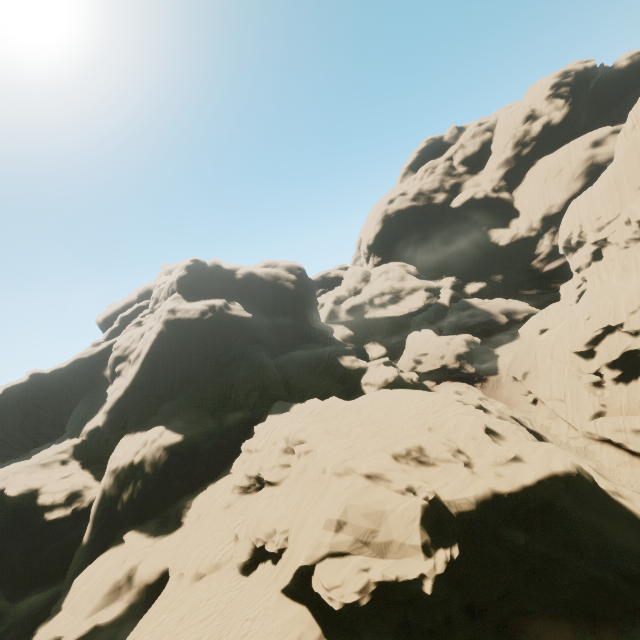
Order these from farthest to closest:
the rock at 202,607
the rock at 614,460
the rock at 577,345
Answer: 1. the rock at 577,345
2. the rock at 614,460
3. the rock at 202,607

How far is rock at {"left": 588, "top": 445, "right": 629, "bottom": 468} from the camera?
34.09m

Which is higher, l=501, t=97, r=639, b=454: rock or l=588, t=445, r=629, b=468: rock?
l=501, t=97, r=639, b=454: rock

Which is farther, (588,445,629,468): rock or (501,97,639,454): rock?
(501,97,639,454): rock

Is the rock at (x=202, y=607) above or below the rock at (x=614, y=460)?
above

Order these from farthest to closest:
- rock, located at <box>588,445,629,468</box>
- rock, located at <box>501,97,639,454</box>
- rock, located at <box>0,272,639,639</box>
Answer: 1. rock, located at <box>501,97,639,454</box>
2. rock, located at <box>588,445,629,468</box>
3. rock, located at <box>0,272,639,639</box>

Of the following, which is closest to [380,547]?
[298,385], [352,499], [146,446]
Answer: [352,499]
